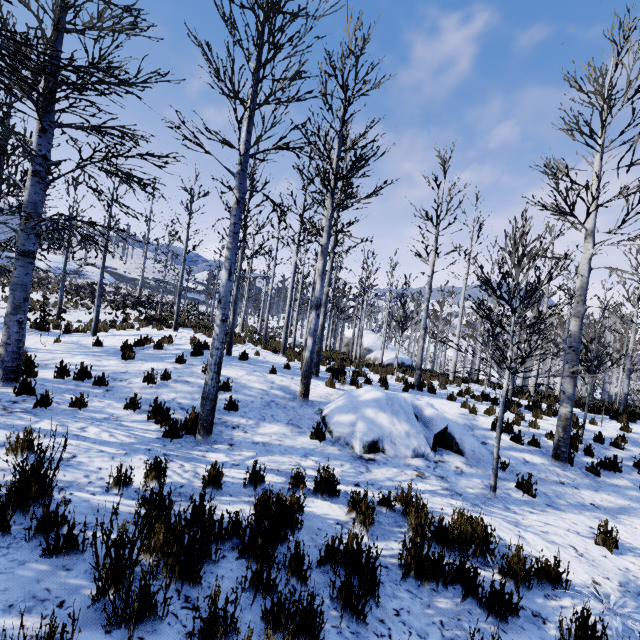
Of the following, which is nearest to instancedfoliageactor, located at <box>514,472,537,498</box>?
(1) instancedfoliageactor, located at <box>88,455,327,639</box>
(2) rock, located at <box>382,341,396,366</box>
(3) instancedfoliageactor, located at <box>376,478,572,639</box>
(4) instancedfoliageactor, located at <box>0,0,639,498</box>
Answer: (4) instancedfoliageactor, located at <box>0,0,639,498</box>

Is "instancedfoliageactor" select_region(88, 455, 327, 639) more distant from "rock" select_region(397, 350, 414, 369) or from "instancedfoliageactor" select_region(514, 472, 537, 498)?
"rock" select_region(397, 350, 414, 369)

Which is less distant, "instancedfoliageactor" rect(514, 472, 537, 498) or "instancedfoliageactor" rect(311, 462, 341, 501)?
"instancedfoliageactor" rect(311, 462, 341, 501)

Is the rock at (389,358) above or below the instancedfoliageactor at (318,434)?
above

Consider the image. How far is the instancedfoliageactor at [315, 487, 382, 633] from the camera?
2.6m

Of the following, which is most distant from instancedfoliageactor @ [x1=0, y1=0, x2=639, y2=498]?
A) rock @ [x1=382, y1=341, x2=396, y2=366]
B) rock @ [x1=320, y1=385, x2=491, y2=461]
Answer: rock @ [x1=382, y1=341, x2=396, y2=366]

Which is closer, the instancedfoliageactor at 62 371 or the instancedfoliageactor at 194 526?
the instancedfoliageactor at 194 526

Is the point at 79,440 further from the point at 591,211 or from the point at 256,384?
the point at 591,211
